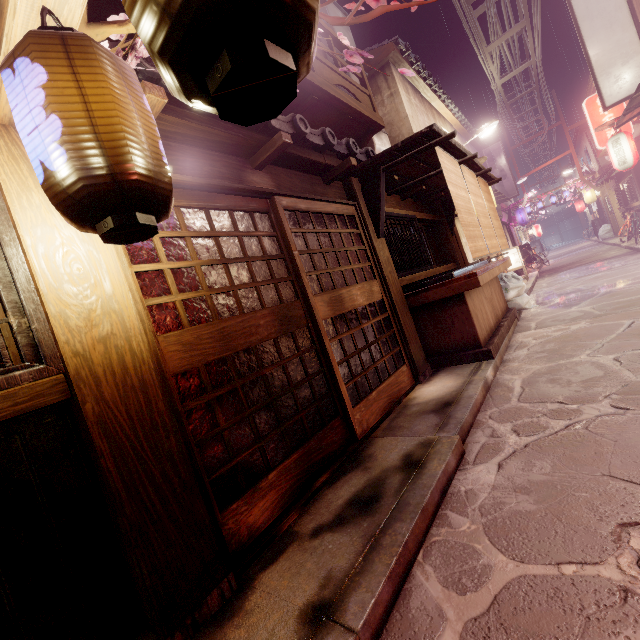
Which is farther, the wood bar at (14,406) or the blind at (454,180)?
the blind at (454,180)

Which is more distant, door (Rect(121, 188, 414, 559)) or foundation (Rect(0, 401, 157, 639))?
door (Rect(121, 188, 414, 559))

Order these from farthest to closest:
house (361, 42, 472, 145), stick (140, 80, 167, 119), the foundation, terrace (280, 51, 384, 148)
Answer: house (361, 42, 472, 145), terrace (280, 51, 384, 148), stick (140, 80, 167, 119), the foundation

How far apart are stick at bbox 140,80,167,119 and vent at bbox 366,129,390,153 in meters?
11.5 m

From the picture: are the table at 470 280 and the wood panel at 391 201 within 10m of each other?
yes

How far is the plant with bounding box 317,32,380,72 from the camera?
3.2 meters

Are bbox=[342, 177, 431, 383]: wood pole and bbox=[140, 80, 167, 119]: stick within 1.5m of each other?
no

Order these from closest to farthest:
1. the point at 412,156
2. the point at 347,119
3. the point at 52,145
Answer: the point at 52,145 → the point at 412,156 → the point at 347,119
